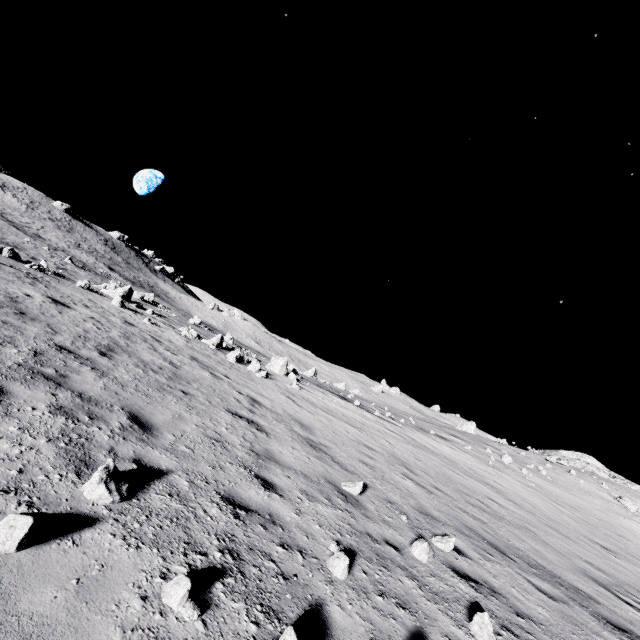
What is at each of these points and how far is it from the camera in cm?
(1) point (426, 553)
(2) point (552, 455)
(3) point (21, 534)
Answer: (1) stone, 529
(2) stone, 3628
(3) stone, 241

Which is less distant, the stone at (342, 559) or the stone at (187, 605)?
the stone at (187, 605)

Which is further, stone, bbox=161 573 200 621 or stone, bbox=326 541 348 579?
stone, bbox=326 541 348 579

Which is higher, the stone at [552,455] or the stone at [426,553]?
the stone at [552,455]

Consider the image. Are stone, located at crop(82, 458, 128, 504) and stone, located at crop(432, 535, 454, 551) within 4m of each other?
no

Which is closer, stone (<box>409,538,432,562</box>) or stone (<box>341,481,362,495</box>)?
stone (<box>409,538,432,562</box>)

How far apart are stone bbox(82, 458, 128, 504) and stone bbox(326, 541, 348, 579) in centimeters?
256cm

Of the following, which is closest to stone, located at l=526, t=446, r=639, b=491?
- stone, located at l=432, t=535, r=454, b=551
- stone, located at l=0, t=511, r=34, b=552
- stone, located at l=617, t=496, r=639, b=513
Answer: stone, located at l=617, t=496, r=639, b=513
